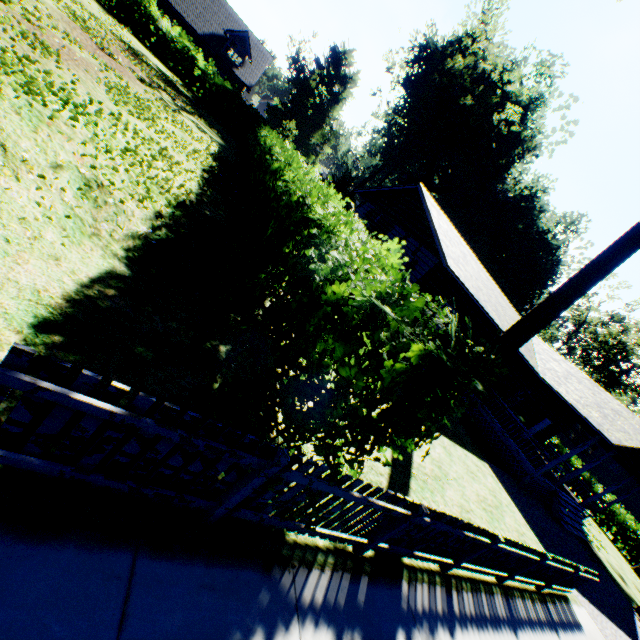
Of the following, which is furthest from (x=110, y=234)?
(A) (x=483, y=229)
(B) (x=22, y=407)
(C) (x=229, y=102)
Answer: (A) (x=483, y=229)

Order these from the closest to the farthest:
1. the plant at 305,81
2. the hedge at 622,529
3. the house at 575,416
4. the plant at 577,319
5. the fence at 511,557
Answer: the fence at 511,557
the house at 575,416
the hedge at 622,529
the plant at 577,319
the plant at 305,81

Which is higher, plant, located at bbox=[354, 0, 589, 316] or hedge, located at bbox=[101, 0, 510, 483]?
plant, located at bbox=[354, 0, 589, 316]

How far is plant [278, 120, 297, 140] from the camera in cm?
4303

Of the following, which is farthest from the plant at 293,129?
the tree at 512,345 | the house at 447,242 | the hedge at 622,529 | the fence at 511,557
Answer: the fence at 511,557

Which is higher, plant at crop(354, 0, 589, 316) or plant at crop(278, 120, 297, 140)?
plant at crop(354, 0, 589, 316)

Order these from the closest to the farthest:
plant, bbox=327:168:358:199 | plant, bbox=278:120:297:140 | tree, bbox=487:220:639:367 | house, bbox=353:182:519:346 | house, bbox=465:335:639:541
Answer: tree, bbox=487:220:639:367 < house, bbox=353:182:519:346 < house, bbox=465:335:639:541 < plant, bbox=327:168:358:199 < plant, bbox=278:120:297:140
